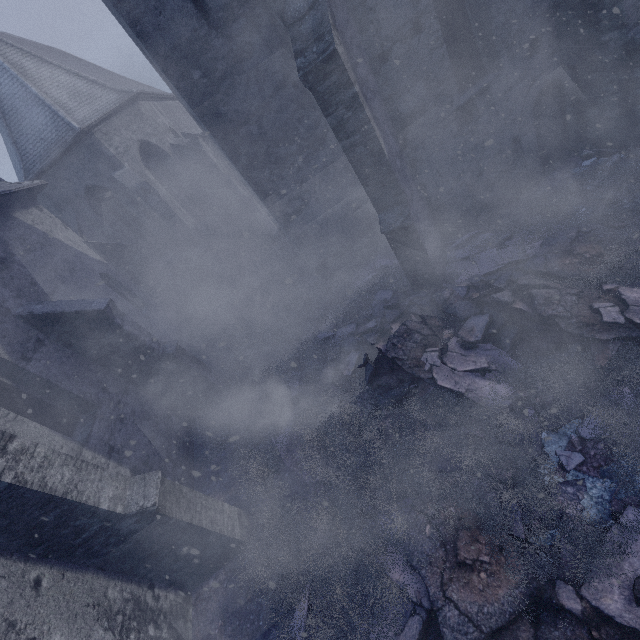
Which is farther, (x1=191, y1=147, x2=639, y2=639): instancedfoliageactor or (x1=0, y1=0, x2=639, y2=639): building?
(x1=0, y1=0, x2=639, y2=639): building

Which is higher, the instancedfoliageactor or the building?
the building

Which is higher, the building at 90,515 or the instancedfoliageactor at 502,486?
the building at 90,515

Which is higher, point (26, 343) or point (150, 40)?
point (150, 40)

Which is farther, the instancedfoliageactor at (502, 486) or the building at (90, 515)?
the building at (90, 515)
